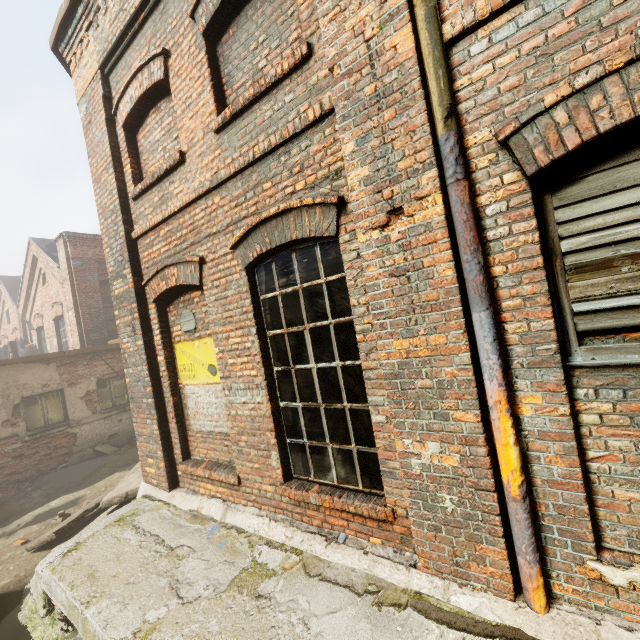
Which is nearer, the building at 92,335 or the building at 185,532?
the building at 185,532

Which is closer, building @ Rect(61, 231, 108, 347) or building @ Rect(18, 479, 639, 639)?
building @ Rect(18, 479, 639, 639)

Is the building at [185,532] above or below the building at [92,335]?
below

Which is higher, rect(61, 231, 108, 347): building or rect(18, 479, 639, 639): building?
rect(61, 231, 108, 347): building

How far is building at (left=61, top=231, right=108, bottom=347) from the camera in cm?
1263

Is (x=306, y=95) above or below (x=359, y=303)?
above
